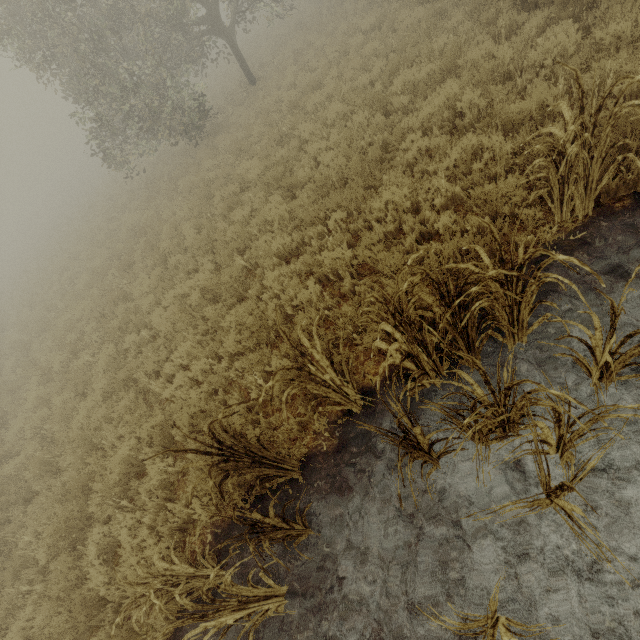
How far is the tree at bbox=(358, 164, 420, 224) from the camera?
5.25m

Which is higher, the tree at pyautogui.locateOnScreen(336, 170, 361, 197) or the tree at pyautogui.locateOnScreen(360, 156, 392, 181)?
the tree at pyautogui.locateOnScreen(360, 156, 392, 181)

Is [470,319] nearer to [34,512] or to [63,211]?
[34,512]

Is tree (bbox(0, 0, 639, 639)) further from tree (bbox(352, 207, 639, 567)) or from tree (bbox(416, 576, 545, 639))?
tree (bbox(416, 576, 545, 639))

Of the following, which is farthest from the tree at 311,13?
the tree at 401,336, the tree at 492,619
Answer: the tree at 492,619

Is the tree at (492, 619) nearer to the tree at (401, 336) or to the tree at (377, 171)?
the tree at (401, 336)
